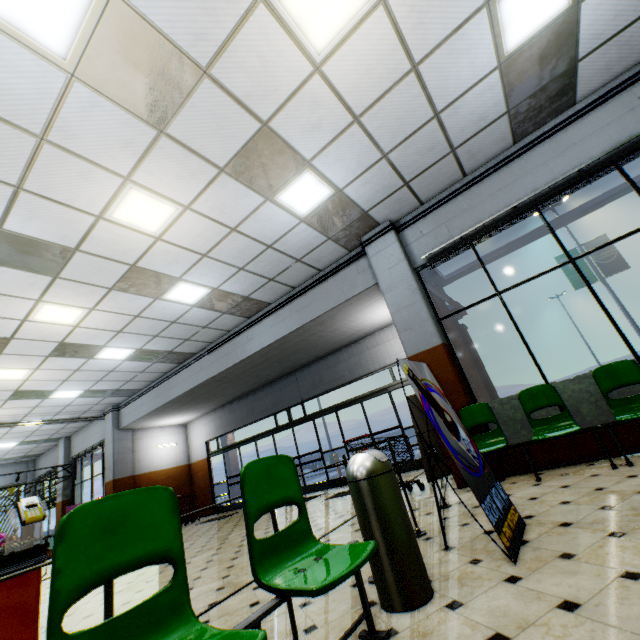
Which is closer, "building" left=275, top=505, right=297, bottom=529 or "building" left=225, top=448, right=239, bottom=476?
"building" left=275, top=505, right=297, bottom=529

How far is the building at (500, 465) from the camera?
4.8m

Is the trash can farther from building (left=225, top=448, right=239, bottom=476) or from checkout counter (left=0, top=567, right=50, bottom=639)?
checkout counter (left=0, top=567, right=50, bottom=639)

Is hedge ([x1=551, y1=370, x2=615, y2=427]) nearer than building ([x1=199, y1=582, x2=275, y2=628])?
No

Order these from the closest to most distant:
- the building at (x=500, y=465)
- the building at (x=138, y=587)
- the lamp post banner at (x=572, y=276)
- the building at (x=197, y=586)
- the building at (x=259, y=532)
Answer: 1. the building at (x=197, y=586)
2. the building at (x=138, y=587)
3. the building at (x=500, y=465)
4. the building at (x=259, y=532)
5. the lamp post banner at (x=572, y=276)

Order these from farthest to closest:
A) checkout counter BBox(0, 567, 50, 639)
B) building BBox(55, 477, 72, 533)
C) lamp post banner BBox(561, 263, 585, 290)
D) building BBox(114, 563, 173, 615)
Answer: lamp post banner BBox(561, 263, 585, 290) < building BBox(55, 477, 72, 533) < building BBox(114, 563, 173, 615) < checkout counter BBox(0, 567, 50, 639)

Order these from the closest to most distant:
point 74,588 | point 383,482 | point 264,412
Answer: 1. point 74,588
2. point 383,482
3. point 264,412

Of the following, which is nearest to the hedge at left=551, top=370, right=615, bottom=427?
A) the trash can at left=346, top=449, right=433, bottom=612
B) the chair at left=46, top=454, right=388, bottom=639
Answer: the trash can at left=346, top=449, right=433, bottom=612
